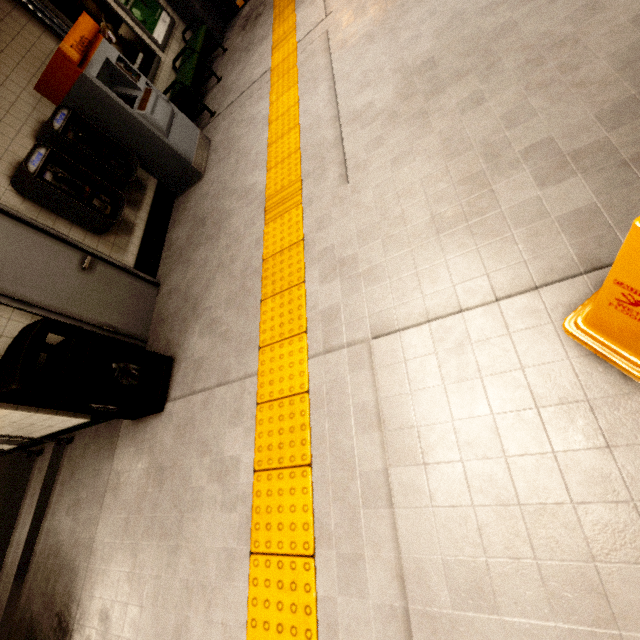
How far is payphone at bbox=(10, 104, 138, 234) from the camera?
3.21m

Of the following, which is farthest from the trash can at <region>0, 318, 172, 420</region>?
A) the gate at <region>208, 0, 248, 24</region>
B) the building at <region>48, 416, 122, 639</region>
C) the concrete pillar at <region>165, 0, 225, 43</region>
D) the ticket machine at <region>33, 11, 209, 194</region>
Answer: the gate at <region>208, 0, 248, 24</region>

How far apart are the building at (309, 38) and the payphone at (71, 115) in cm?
310

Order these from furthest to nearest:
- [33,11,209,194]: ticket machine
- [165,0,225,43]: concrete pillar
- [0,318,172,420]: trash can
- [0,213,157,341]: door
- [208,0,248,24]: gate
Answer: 1. [208,0,248,24]: gate
2. [165,0,225,43]: concrete pillar
3. [33,11,209,194]: ticket machine
4. [0,213,157,341]: door
5. [0,318,172,420]: trash can

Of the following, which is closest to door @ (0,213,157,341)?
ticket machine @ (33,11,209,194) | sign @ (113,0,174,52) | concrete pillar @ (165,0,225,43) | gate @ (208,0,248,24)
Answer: ticket machine @ (33,11,209,194)

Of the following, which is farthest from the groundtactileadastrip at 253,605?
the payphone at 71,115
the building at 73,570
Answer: the payphone at 71,115

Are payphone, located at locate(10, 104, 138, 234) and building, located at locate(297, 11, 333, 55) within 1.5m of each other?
no

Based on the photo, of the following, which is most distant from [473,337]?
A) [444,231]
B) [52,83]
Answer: [52,83]
